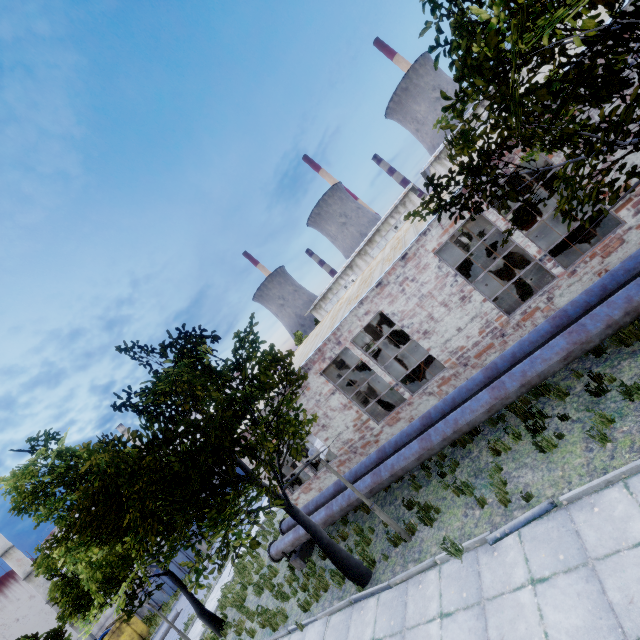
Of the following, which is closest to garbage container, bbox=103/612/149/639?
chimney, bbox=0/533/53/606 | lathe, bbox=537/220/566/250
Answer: chimney, bbox=0/533/53/606

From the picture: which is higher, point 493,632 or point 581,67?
point 581,67

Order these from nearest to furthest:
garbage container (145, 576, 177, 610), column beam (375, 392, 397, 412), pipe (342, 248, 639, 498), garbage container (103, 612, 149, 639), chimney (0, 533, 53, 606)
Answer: pipe (342, 248, 639, 498) → column beam (375, 392, 397, 412) → garbage container (103, 612, 149, 639) → garbage container (145, 576, 177, 610) → chimney (0, 533, 53, 606)

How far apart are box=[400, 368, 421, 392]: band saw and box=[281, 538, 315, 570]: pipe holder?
6.0m

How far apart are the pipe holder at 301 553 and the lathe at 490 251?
17.0m

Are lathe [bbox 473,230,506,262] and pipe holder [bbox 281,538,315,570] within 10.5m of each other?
no

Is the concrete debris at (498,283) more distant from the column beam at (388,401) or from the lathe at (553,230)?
the column beam at (388,401)

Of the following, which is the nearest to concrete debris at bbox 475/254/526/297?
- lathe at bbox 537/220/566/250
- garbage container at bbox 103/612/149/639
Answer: lathe at bbox 537/220/566/250
